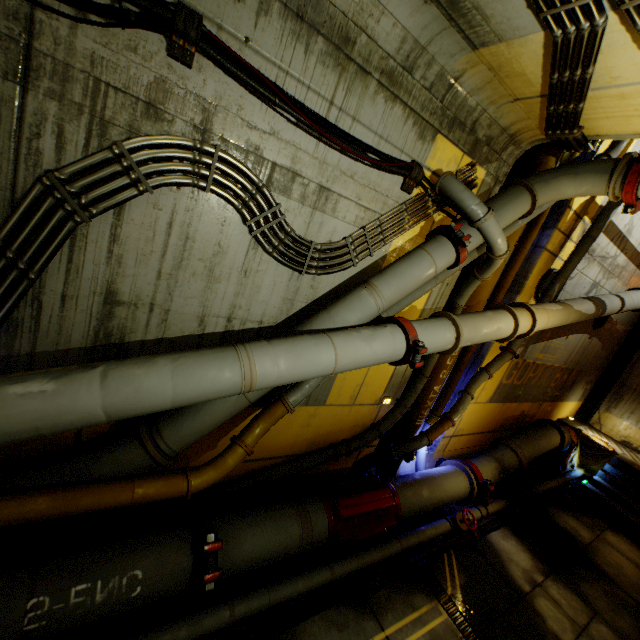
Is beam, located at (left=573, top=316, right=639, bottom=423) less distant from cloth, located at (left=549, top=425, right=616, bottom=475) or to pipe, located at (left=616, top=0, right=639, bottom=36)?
pipe, located at (left=616, top=0, right=639, bottom=36)

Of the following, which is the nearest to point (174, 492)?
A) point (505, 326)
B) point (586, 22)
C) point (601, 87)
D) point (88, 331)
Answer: point (88, 331)

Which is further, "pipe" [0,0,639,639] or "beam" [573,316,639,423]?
"beam" [573,316,639,423]

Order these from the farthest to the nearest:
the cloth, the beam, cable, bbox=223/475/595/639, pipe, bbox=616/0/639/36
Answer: the beam → the cloth → cable, bbox=223/475/595/639 → pipe, bbox=616/0/639/36

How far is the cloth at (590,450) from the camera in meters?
10.5 m

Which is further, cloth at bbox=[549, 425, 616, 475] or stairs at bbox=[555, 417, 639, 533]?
cloth at bbox=[549, 425, 616, 475]

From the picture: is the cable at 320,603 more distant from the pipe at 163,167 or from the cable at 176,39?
the cable at 176,39

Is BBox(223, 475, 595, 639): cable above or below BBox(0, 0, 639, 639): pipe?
below
